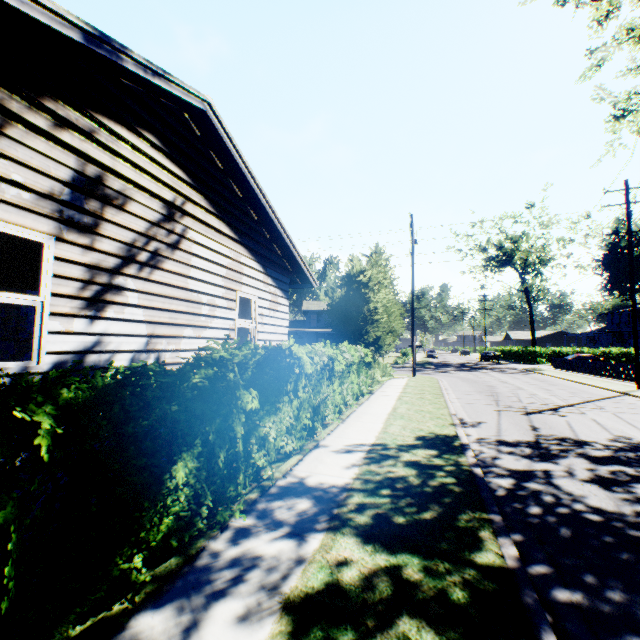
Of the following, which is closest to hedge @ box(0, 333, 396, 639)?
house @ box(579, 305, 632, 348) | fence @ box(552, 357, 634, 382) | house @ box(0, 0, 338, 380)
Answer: house @ box(0, 0, 338, 380)

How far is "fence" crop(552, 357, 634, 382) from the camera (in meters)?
22.11

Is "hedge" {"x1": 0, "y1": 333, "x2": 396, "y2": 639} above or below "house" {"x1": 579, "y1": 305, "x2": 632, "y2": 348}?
below

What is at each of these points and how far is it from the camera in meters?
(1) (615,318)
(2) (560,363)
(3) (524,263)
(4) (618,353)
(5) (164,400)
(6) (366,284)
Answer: (1) house, 57.3 m
(2) fence, 33.1 m
(3) tree, 46.8 m
(4) hedge, 41.6 m
(5) hedge, 2.9 m
(6) tree, 15.3 m

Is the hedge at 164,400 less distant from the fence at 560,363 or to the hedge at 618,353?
the fence at 560,363

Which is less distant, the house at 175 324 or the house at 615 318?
the house at 175 324

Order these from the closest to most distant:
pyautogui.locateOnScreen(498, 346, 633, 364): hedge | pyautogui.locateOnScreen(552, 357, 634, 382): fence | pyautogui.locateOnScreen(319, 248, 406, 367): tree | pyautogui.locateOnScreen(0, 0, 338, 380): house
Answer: pyautogui.locateOnScreen(0, 0, 338, 380): house
pyautogui.locateOnScreen(319, 248, 406, 367): tree
pyautogui.locateOnScreen(552, 357, 634, 382): fence
pyautogui.locateOnScreen(498, 346, 633, 364): hedge

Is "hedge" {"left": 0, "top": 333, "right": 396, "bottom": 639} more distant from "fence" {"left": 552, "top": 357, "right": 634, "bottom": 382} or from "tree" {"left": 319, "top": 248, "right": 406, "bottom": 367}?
"fence" {"left": 552, "top": 357, "right": 634, "bottom": 382}
